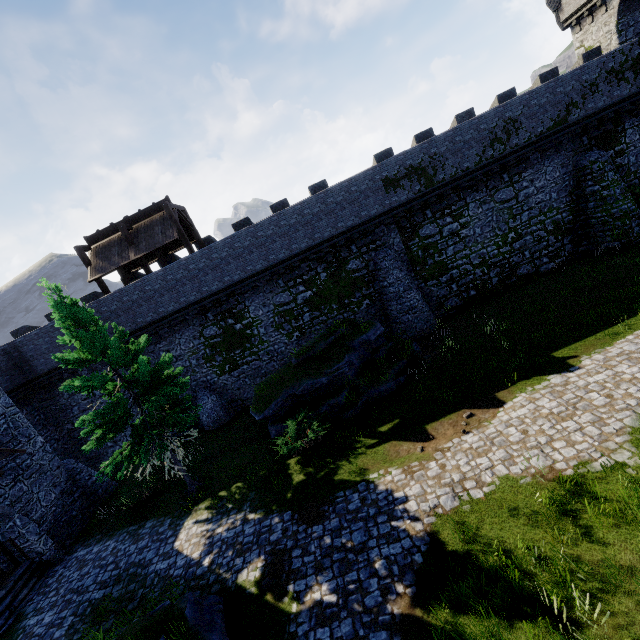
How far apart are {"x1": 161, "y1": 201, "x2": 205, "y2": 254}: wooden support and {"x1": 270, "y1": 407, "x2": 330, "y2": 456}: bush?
11.17m

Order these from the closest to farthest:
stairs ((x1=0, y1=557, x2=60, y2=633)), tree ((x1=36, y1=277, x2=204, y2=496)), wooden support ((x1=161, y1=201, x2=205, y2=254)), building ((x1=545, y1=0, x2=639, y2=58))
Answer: tree ((x1=36, y1=277, x2=204, y2=496)) → stairs ((x1=0, y1=557, x2=60, y2=633)) → wooden support ((x1=161, y1=201, x2=205, y2=254)) → building ((x1=545, y1=0, x2=639, y2=58))

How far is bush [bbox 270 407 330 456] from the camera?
13.23m

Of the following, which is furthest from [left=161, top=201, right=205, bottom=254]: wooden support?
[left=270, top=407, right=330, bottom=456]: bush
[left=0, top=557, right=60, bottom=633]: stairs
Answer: [left=0, top=557, right=60, bottom=633]: stairs

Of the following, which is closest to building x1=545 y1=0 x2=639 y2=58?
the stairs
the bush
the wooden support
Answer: the bush

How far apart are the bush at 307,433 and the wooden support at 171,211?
11.17m

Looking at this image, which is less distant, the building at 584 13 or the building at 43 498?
the building at 43 498

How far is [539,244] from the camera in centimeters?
2038cm
